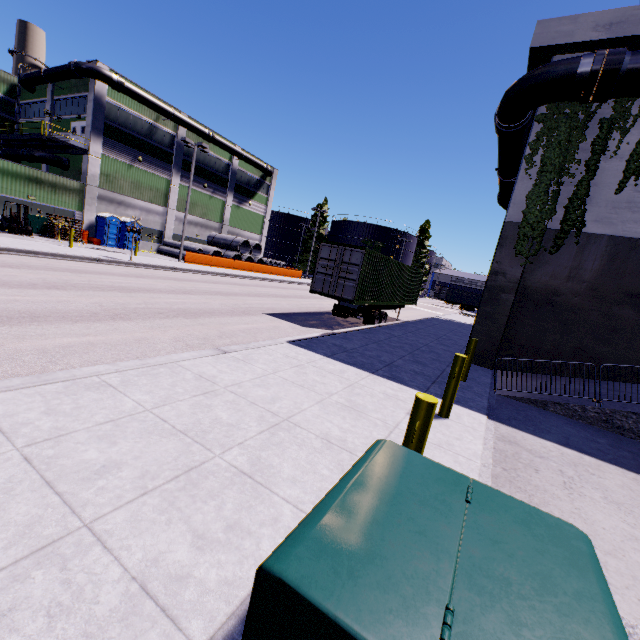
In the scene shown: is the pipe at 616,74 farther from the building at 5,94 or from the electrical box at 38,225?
the electrical box at 38,225

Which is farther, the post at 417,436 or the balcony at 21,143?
the balcony at 21,143

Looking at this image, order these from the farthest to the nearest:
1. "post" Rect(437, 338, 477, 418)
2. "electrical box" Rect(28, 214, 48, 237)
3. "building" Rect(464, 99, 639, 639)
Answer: "electrical box" Rect(28, 214, 48, 237)
"post" Rect(437, 338, 477, 418)
"building" Rect(464, 99, 639, 639)

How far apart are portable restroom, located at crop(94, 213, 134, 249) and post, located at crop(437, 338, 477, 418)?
27.42m

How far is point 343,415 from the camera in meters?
5.1

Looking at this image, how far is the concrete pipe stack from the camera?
37.5m

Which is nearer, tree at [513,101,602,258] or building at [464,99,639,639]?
building at [464,99,639,639]

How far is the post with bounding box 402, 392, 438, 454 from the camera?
3.0m
